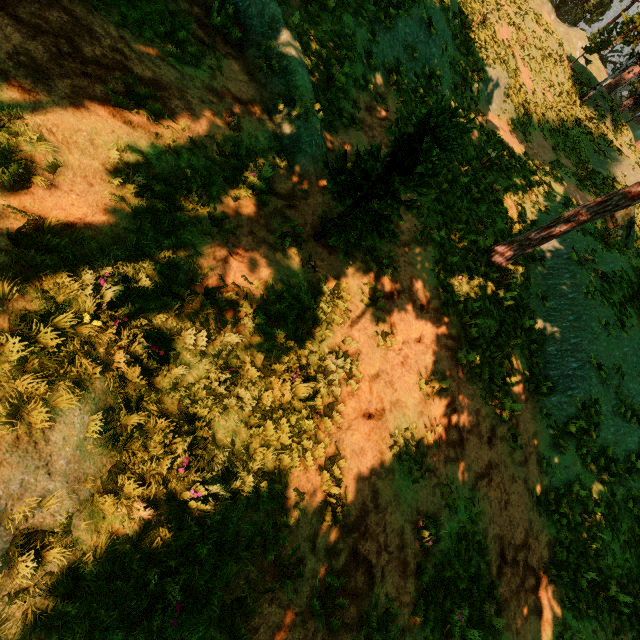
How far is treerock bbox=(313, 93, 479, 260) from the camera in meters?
4.7

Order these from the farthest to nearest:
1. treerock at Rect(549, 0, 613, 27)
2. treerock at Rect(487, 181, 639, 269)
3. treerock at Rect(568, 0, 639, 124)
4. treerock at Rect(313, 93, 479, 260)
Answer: treerock at Rect(549, 0, 613, 27)
treerock at Rect(568, 0, 639, 124)
treerock at Rect(487, 181, 639, 269)
treerock at Rect(313, 93, 479, 260)

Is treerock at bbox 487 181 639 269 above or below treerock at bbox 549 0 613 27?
below

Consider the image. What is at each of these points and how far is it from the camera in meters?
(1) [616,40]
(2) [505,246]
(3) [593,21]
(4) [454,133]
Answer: (1) treerock, 40.1
(2) treerock, 11.3
(3) treerock, 39.9
(4) treerock, 4.6

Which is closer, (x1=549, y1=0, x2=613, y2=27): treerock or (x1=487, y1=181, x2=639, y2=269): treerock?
(x1=487, y1=181, x2=639, y2=269): treerock

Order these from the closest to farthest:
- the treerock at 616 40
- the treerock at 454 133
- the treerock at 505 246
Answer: the treerock at 454 133 → the treerock at 505 246 → the treerock at 616 40

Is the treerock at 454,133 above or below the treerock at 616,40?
below
